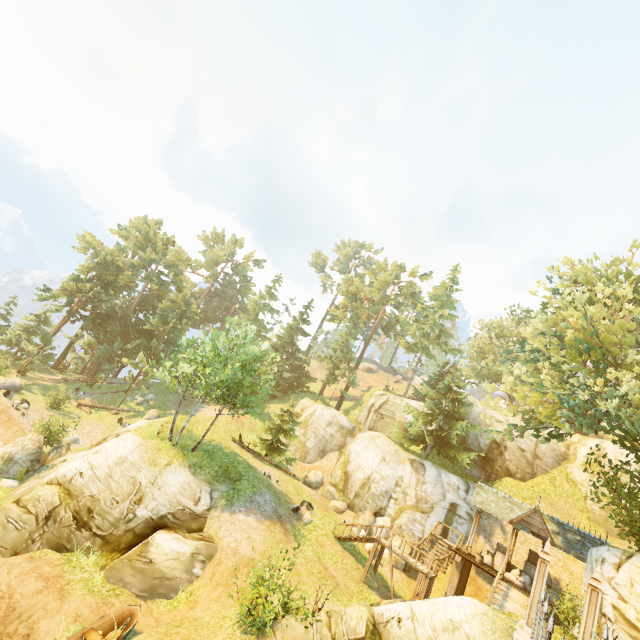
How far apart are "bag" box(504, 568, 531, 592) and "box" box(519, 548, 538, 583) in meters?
0.6

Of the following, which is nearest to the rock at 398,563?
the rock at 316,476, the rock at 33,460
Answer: the rock at 316,476

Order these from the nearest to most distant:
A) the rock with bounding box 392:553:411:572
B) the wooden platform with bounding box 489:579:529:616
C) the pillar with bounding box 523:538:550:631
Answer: the pillar with bounding box 523:538:550:631
the wooden platform with bounding box 489:579:529:616
the rock with bounding box 392:553:411:572

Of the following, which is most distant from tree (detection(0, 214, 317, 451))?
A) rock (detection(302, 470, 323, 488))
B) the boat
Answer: the boat

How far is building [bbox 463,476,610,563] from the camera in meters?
18.3 m

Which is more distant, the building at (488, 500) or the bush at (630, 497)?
the building at (488, 500)

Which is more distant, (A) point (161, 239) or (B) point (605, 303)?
(A) point (161, 239)

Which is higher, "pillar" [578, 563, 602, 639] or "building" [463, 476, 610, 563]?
"building" [463, 476, 610, 563]
